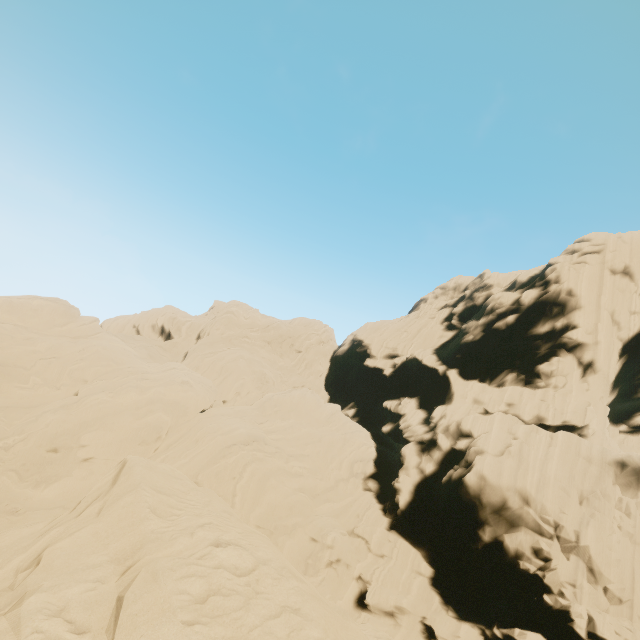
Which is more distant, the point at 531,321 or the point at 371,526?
the point at 531,321
